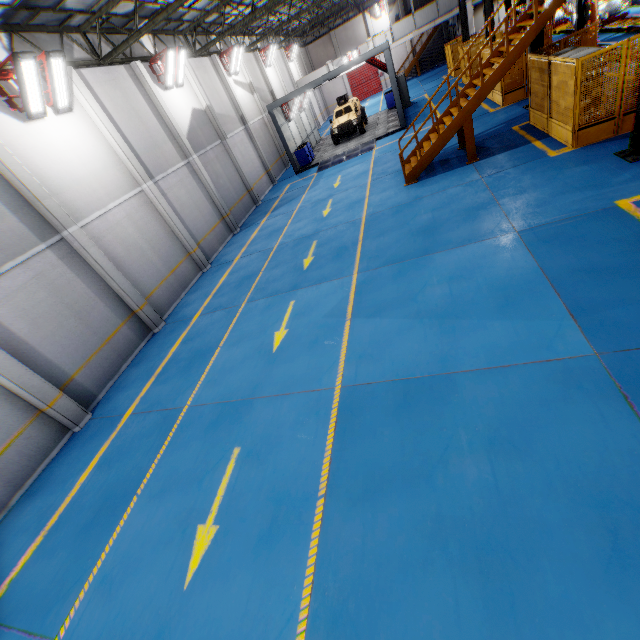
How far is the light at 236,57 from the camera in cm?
1992

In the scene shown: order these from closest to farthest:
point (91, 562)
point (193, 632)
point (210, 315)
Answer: point (193, 632), point (91, 562), point (210, 315)

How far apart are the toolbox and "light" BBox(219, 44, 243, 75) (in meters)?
5.85

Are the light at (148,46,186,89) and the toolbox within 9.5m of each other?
yes

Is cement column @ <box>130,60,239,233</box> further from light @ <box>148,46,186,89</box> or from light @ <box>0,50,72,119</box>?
light @ <box>0,50,72,119</box>

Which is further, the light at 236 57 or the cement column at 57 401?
the light at 236 57

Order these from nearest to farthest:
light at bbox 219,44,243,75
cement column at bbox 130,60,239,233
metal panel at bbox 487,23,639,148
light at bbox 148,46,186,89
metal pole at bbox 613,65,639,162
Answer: metal pole at bbox 613,65,639,162 → metal panel at bbox 487,23,639,148 → cement column at bbox 130,60,239,233 → light at bbox 148,46,186,89 → light at bbox 219,44,243,75

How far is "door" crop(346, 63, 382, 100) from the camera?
40.8 meters
